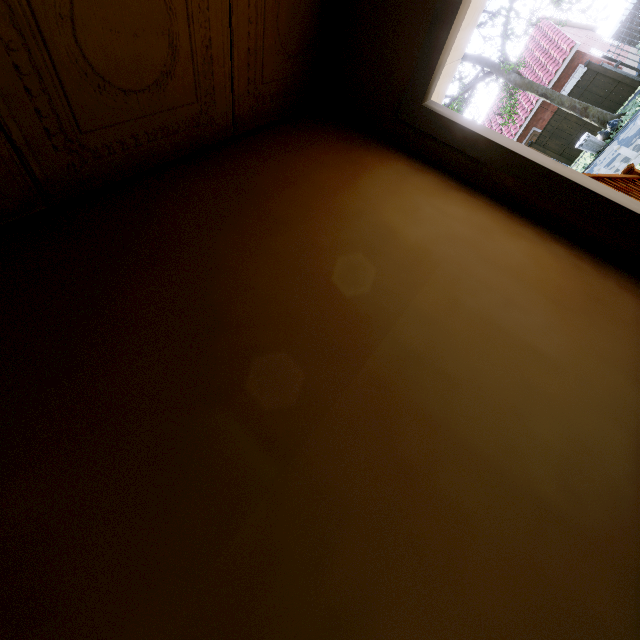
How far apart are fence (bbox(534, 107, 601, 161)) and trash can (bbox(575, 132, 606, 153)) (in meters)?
3.40

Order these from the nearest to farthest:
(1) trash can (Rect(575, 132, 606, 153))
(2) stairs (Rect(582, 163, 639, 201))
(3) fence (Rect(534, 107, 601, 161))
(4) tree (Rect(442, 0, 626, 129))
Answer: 1. (2) stairs (Rect(582, 163, 639, 201))
2. (4) tree (Rect(442, 0, 626, 129))
3. (1) trash can (Rect(575, 132, 606, 153))
4. (3) fence (Rect(534, 107, 601, 161))

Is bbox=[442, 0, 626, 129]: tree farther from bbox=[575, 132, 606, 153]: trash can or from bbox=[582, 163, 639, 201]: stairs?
bbox=[582, 163, 639, 201]: stairs

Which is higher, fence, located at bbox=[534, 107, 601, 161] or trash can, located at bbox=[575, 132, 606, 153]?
fence, located at bbox=[534, 107, 601, 161]

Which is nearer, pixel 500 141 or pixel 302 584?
pixel 302 584

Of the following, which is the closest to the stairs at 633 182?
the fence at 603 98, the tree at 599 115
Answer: the tree at 599 115

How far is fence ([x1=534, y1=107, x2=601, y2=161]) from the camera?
16.61m

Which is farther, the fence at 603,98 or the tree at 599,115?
the fence at 603,98
